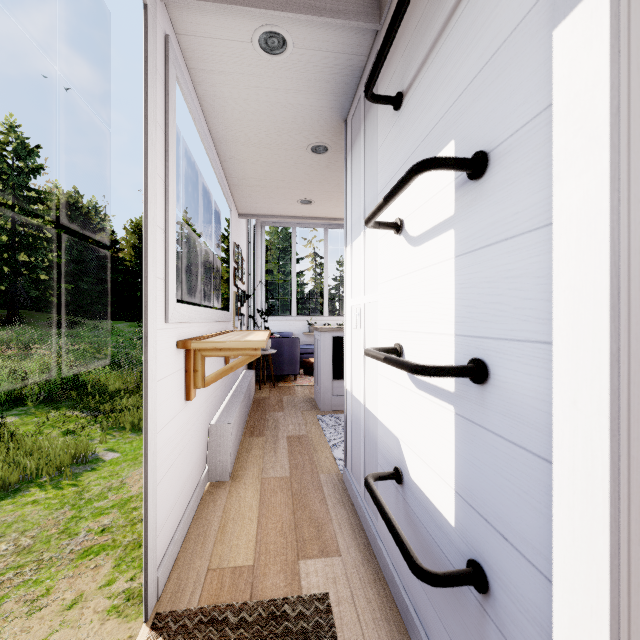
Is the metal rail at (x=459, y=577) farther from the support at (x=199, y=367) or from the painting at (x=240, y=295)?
the painting at (x=240, y=295)

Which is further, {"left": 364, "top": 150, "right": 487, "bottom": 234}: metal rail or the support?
the support

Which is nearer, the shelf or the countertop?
the shelf

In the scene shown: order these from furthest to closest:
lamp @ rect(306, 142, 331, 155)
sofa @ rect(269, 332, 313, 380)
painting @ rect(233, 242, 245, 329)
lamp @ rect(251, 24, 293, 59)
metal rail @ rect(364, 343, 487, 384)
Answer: sofa @ rect(269, 332, 313, 380)
painting @ rect(233, 242, 245, 329)
lamp @ rect(306, 142, 331, 155)
lamp @ rect(251, 24, 293, 59)
metal rail @ rect(364, 343, 487, 384)

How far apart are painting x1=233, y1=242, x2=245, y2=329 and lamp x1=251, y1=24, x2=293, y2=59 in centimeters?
278cm

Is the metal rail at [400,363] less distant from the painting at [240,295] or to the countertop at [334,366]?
the countertop at [334,366]

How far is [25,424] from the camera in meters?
7.4

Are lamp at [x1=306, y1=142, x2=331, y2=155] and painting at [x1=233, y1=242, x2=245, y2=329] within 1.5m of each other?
no
